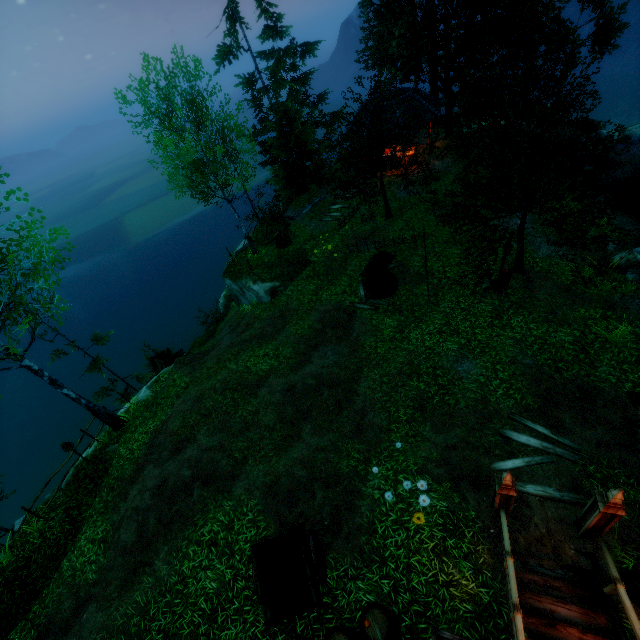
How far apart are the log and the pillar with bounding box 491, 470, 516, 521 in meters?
17.1

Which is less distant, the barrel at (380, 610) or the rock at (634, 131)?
the barrel at (380, 610)

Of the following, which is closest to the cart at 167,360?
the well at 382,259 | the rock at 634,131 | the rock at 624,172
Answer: the well at 382,259

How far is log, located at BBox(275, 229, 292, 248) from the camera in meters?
20.4 m

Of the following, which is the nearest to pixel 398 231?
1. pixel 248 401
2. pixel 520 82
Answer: pixel 248 401

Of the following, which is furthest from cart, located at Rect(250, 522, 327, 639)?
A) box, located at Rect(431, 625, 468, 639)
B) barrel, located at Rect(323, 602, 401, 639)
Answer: box, located at Rect(431, 625, 468, 639)

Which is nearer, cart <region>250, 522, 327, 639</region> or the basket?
cart <region>250, 522, 327, 639</region>

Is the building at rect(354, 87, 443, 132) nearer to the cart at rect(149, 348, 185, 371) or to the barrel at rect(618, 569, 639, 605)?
the cart at rect(149, 348, 185, 371)
